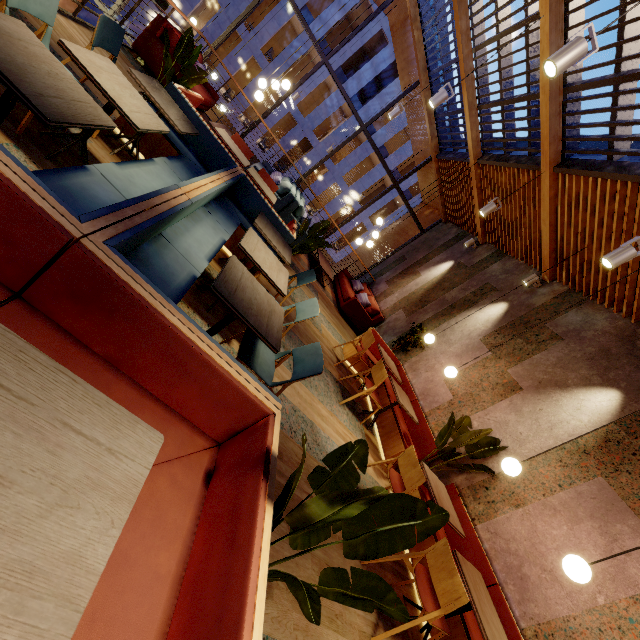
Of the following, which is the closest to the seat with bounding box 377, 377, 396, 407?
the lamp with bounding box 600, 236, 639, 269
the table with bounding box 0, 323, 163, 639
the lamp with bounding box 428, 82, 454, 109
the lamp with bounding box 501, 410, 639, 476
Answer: the lamp with bounding box 501, 410, 639, 476

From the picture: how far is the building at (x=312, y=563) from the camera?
2.3m

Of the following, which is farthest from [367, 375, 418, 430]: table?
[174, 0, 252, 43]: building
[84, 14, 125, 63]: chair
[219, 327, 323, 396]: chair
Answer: [174, 0, 252, 43]: building

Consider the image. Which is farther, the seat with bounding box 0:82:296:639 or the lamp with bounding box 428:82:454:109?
the lamp with bounding box 428:82:454:109

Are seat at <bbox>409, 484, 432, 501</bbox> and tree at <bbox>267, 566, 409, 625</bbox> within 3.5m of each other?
yes

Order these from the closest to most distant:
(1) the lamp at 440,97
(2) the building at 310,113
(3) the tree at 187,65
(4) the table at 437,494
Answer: (4) the table at 437,494 < (3) the tree at 187,65 < (1) the lamp at 440,97 < (2) the building at 310,113

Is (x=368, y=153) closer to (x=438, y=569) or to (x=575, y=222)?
(x=575, y=222)

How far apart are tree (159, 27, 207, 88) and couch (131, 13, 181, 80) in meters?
2.0 m
